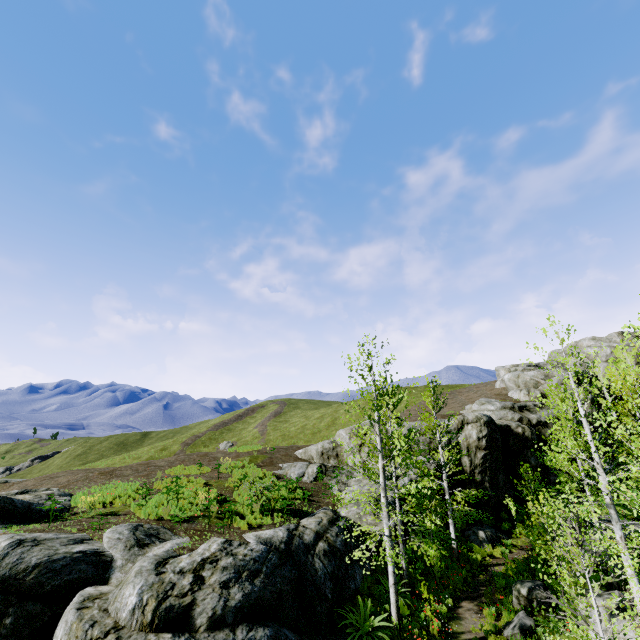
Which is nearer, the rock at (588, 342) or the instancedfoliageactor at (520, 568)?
the instancedfoliageactor at (520, 568)

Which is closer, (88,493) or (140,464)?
(88,493)

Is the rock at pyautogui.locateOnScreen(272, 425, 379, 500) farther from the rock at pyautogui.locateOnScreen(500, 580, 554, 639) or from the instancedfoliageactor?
the rock at pyautogui.locateOnScreen(500, 580, 554, 639)

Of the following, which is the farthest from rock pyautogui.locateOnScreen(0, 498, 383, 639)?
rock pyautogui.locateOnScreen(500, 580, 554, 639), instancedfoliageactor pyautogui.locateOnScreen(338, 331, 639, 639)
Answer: rock pyautogui.locateOnScreen(500, 580, 554, 639)

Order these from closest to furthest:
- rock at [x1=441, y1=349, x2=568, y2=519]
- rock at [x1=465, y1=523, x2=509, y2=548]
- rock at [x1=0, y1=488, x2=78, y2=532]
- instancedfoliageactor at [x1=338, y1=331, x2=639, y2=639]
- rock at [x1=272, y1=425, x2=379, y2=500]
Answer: instancedfoliageactor at [x1=338, y1=331, x2=639, y2=639], rock at [x1=0, y1=488, x2=78, y2=532], rock at [x1=465, y1=523, x2=509, y2=548], rock at [x1=272, y1=425, x2=379, y2=500], rock at [x1=441, y1=349, x2=568, y2=519]

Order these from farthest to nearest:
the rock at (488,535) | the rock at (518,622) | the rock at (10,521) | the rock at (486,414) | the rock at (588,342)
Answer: the rock at (588,342)
the rock at (486,414)
the rock at (488,535)
the rock at (10,521)
the rock at (518,622)
